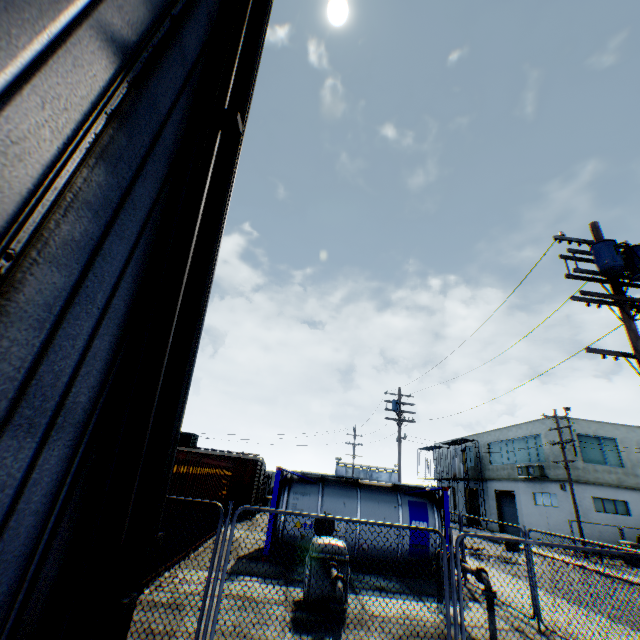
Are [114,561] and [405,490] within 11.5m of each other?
no

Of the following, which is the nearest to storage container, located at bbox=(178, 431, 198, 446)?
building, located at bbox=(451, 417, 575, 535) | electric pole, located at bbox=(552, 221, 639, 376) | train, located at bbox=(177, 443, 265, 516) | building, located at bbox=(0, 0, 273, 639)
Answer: train, located at bbox=(177, 443, 265, 516)

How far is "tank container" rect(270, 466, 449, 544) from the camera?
12.15m

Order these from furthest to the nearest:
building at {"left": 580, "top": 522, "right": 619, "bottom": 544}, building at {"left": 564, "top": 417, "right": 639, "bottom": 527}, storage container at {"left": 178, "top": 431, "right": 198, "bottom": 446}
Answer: storage container at {"left": 178, "top": 431, "right": 198, "bottom": 446}
building at {"left": 564, "top": 417, "right": 639, "bottom": 527}
building at {"left": 580, "top": 522, "right": 619, "bottom": 544}

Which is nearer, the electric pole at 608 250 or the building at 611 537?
the electric pole at 608 250

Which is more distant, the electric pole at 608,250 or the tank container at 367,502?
A: the tank container at 367,502

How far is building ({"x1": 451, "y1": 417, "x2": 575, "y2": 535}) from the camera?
26.5m

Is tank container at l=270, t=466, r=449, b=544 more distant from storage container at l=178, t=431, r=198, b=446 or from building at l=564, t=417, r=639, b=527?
building at l=564, t=417, r=639, b=527
